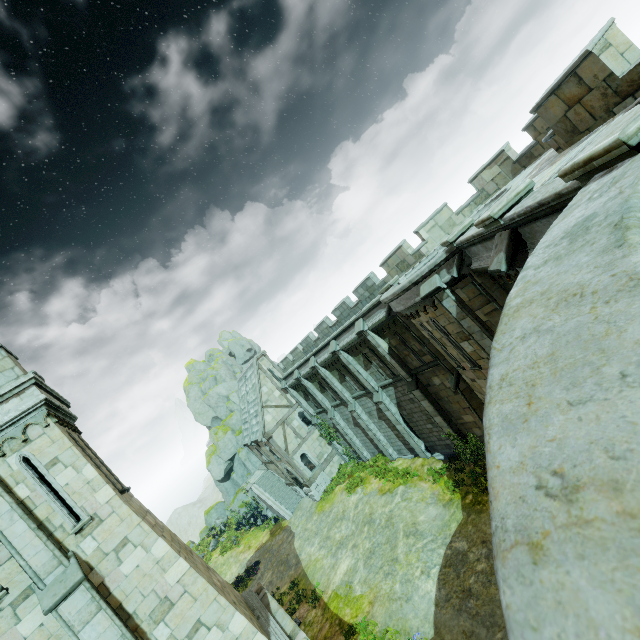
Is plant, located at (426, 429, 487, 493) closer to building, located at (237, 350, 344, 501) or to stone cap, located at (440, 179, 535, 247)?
stone cap, located at (440, 179, 535, 247)

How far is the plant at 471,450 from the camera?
16.1 meters

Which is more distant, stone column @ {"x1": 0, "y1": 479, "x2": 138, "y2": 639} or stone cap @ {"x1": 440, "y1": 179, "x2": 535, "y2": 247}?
stone column @ {"x1": 0, "y1": 479, "x2": 138, "y2": 639}

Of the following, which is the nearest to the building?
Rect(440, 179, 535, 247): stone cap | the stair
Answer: the stair

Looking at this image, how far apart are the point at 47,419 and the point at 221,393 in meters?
36.3

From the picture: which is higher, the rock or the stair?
the rock

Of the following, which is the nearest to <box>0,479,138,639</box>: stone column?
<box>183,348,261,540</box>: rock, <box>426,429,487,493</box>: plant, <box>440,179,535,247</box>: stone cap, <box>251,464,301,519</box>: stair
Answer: <box>440,179,535,247</box>: stone cap

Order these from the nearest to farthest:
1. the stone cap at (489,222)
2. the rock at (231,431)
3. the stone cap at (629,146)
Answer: the stone cap at (629,146) < the stone cap at (489,222) < the rock at (231,431)
